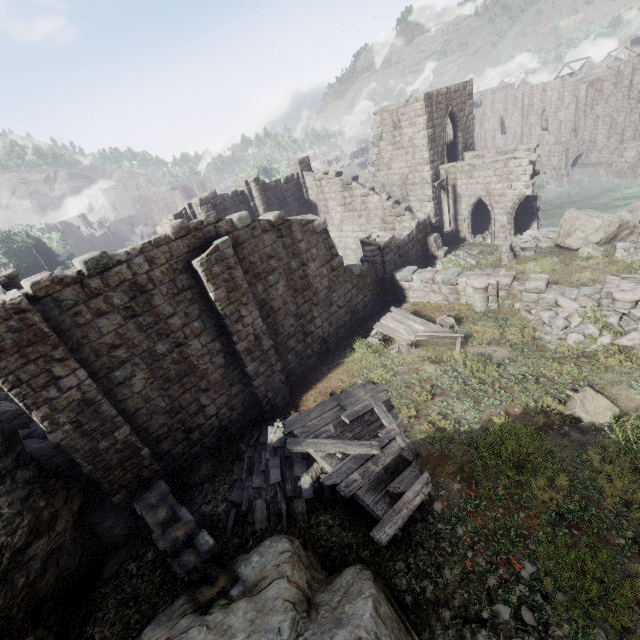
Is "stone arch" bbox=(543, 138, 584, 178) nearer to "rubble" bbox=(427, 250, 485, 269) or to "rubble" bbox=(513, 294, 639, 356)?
"rubble" bbox=(427, 250, 485, 269)

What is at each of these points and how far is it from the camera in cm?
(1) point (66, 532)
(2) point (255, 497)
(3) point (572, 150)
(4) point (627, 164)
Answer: (1) rock, 813
(2) rubble, 920
(3) stone arch, 3906
(4) stone arch, 3188

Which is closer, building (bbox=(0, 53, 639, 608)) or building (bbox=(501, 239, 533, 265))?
building (bbox=(0, 53, 639, 608))

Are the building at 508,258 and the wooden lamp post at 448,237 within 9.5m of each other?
yes

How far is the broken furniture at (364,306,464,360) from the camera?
12.8 meters

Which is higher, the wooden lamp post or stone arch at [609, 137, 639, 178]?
the wooden lamp post

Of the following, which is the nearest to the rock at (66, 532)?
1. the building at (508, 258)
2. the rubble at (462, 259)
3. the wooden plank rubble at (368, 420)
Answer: the wooden plank rubble at (368, 420)

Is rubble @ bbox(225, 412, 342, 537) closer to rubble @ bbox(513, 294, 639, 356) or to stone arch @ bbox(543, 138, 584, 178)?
rubble @ bbox(513, 294, 639, 356)
